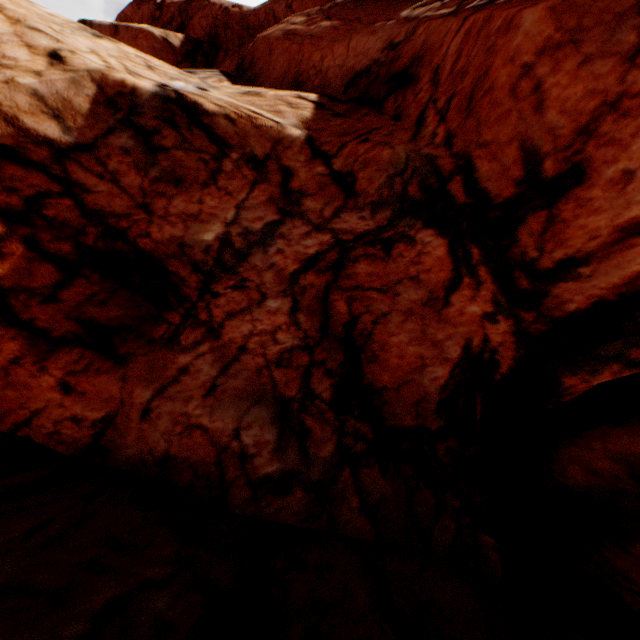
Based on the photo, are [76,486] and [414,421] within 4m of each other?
no
